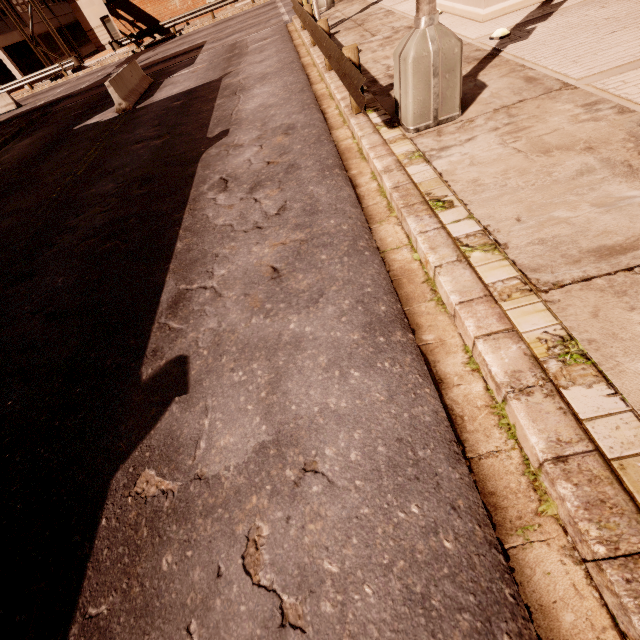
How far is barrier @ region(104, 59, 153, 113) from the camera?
12.28m

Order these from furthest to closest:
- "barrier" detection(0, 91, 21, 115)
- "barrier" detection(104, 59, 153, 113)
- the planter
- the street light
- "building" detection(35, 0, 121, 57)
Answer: "building" detection(35, 0, 121, 57) → "barrier" detection(0, 91, 21, 115) → "barrier" detection(104, 59, 153, 113) → the planter → the street light

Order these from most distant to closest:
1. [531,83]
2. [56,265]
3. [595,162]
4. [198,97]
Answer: [198,97], [56,265], [531,83], [595,162]

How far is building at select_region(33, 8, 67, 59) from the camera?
33.3 meters

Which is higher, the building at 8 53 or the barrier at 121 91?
the building at 8 53

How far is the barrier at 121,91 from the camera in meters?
12.3

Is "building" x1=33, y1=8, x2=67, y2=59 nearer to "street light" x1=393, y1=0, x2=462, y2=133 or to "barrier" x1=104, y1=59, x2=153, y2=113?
"barrier" x1=104, y1=59, x2=153, y2=113

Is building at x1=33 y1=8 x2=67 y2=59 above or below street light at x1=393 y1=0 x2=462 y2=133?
above
